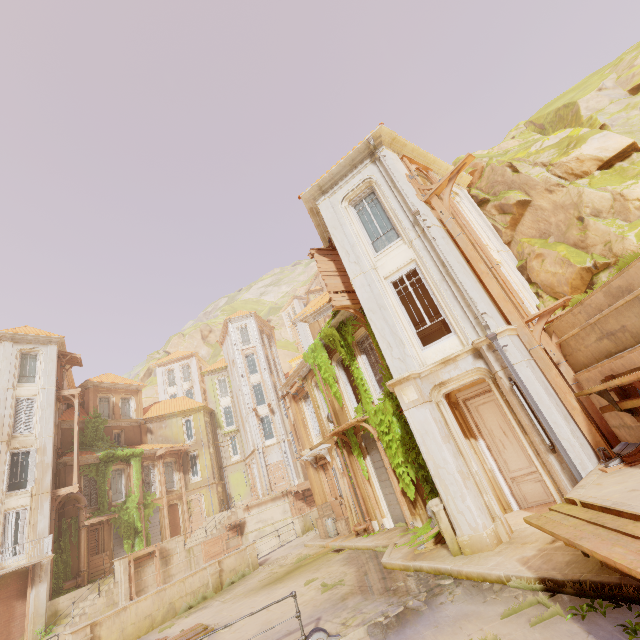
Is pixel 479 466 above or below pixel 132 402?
below

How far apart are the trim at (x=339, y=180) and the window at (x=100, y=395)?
32.1m

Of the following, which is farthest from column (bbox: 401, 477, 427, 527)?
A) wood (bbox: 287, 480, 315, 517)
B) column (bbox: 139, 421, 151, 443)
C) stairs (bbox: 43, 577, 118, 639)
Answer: column (bbox: 139, 421, 151, 443)

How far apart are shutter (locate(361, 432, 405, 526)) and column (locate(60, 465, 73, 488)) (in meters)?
24.17

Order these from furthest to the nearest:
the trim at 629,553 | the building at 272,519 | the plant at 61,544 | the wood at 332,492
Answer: the building at 272,519
the plant at 61,544
the wood at 332,492
the trim at 629,553

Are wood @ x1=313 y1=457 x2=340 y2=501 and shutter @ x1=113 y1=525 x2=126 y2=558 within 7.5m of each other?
no

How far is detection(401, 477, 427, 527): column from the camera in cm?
1205

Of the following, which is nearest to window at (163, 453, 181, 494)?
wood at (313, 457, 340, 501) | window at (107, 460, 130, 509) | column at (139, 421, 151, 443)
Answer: window at (107, 460, 130, 509)
